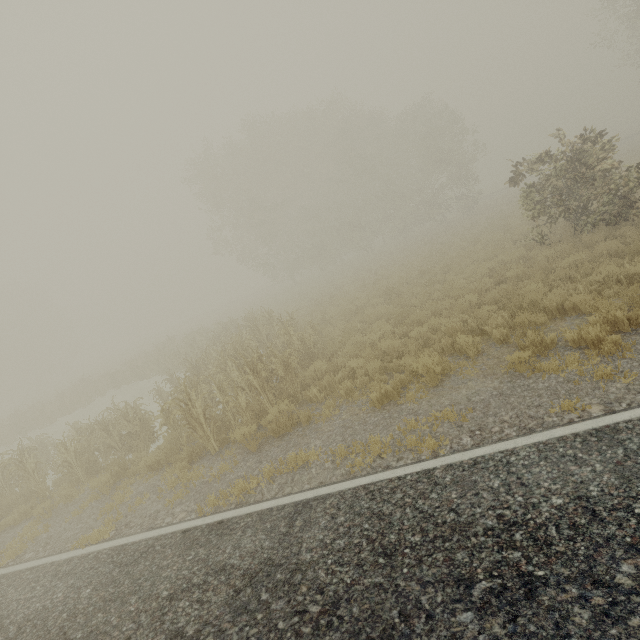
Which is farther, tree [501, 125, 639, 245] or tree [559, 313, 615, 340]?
tree [501, 125, 639, 245]

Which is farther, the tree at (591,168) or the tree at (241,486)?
the tree at (591,168)

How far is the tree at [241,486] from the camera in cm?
571

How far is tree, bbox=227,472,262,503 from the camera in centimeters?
571cm

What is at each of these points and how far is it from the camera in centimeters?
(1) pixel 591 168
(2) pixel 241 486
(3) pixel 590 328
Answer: (1) tree, 939cm
(2) tree, 588cm
(3) tree, 564cm

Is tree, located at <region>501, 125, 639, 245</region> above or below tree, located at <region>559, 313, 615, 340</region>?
above

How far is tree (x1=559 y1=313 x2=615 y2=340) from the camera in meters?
5.5 m
